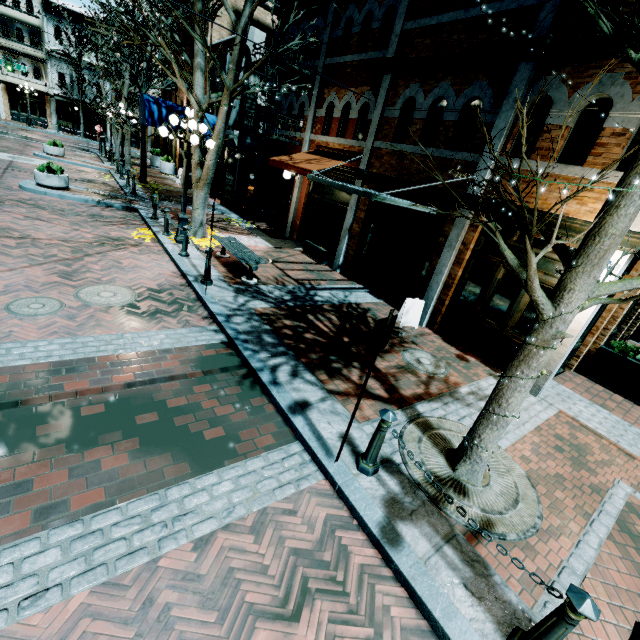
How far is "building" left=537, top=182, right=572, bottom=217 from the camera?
6.13m

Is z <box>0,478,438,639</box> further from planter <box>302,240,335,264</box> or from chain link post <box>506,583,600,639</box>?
planter <box>302,240,335,264</box>

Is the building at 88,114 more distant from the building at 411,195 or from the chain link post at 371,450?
the chain link post at 371,450

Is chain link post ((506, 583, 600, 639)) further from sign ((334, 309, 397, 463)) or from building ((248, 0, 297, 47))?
building ((248, 0, 297, 47))

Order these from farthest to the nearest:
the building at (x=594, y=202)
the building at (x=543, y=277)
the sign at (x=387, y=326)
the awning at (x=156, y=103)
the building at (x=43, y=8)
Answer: the building at (x=43, y=8) < the awning at (x=156, y=103) < the building at (x=543, y=277) < the building at (x=594, y=202) < the sign at (x=387, y=326)

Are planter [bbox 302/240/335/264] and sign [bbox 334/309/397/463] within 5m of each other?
no

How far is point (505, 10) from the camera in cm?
664

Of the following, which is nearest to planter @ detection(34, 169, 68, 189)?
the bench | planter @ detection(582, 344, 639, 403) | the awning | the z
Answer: the awning
